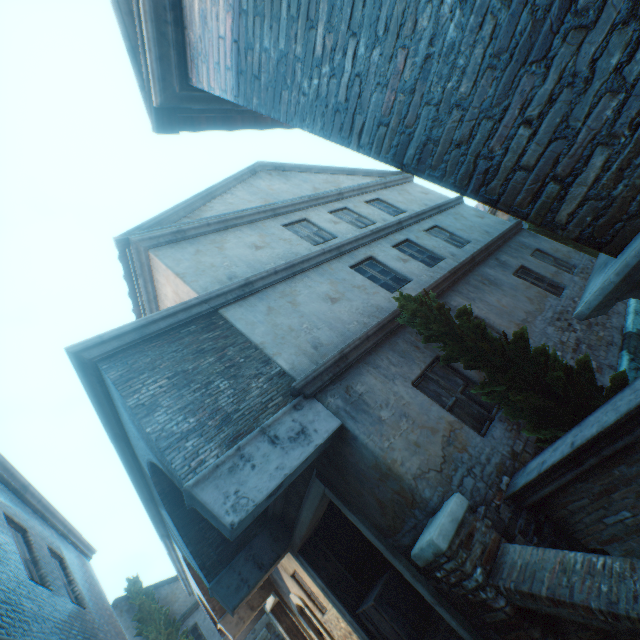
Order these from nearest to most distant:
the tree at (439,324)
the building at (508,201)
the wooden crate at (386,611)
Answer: the building at (508,201) → the tree at (439,324) → the wooden crate at (386,611)

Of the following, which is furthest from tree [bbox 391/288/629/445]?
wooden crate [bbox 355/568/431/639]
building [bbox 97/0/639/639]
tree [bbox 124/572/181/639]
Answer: tree [bbox 124/572/181/639]

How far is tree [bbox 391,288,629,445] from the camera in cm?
409

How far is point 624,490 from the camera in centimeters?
337cm

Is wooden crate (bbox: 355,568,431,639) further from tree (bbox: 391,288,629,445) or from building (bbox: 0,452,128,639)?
tree (bbox: 391,288,629,445)

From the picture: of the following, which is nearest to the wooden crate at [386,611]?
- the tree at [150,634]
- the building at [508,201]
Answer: the building at [508,201]

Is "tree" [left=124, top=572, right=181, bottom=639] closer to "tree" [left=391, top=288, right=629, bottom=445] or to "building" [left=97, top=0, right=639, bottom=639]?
"building" [left=97, top=0, right=639, bottom=639]

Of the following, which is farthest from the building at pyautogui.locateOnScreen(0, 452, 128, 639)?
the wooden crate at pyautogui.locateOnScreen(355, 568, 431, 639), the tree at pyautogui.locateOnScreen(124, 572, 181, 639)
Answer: the wooden crate at pyautogui.locateOnScreen(355, 568, 431, 639)
